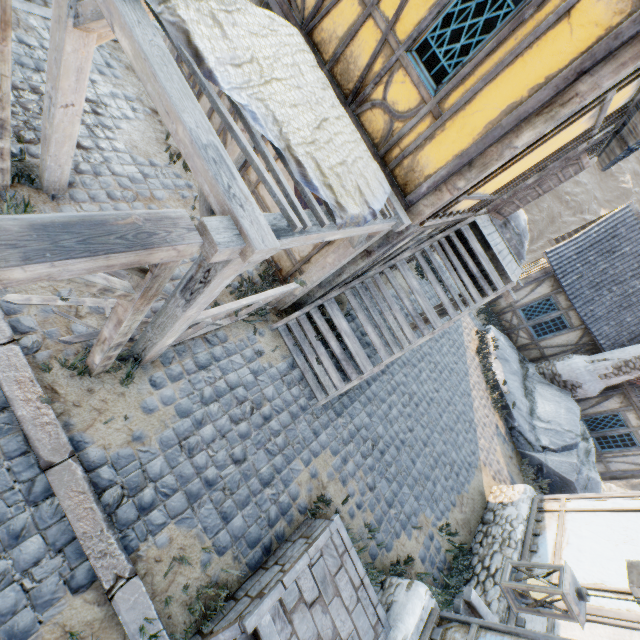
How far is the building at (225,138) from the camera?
6.4 meters

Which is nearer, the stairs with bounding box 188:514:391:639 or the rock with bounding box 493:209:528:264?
the stairs with bounding box 188:514:391:639

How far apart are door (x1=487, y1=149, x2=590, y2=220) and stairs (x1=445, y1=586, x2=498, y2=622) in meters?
8.0

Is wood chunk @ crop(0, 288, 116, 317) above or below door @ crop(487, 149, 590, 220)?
below

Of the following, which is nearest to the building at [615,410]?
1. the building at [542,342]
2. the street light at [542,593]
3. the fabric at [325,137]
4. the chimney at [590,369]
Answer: the chimney at [590,369]

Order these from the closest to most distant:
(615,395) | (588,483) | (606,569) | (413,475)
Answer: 1. (606,569)
2. (413,475)
3. (588,483)
4. (615,395)

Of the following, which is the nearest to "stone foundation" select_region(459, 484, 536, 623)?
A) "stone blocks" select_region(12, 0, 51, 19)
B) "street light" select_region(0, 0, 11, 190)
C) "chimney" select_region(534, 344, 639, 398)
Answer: "stone blocks" select_region(12, 0, 51, 19)

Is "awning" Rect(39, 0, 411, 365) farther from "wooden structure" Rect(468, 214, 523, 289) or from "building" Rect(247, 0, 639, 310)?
"wooden structure" Rect(468, 214, 523, 289)
